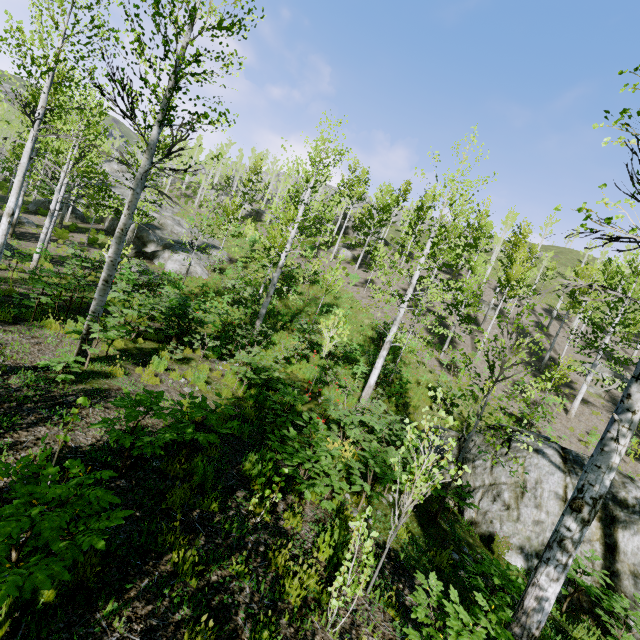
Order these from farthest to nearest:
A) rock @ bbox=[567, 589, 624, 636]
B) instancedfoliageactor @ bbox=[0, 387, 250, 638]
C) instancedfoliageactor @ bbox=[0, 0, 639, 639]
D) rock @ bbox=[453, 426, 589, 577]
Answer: rock @ bbox=[453, 426, 589, 577], rock @ bbox=[567, 589, 624, 636], instancedfoliageactor @ bbox=[0, 0, 639, 639], instancedfoliageactor @ bbox=[0, 387, 250, 638]

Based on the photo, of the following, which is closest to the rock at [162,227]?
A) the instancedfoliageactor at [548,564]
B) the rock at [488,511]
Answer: the instancedfoliageactor at [548,564]

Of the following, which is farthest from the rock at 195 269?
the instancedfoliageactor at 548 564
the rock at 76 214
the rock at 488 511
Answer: the rock at 488 511

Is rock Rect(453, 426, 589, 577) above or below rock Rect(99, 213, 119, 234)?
below

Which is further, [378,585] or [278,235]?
[278,235]

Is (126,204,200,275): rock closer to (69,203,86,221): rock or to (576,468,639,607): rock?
(69,203,86,221): rock

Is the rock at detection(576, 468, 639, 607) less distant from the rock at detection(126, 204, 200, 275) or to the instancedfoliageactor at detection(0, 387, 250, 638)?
the instancedfoliageactor at detection(0, 387, 250, 638)

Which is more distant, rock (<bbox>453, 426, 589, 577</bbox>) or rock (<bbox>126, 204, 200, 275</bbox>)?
rock (<bbox>126, 204, 200, 275</bbox>)
